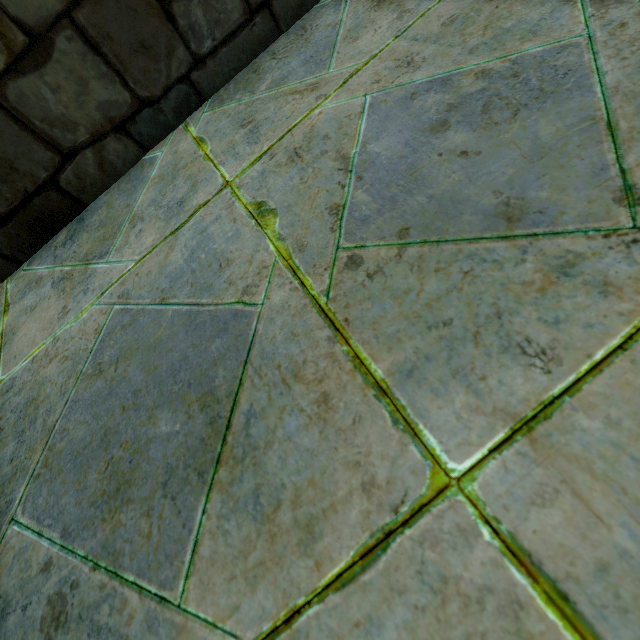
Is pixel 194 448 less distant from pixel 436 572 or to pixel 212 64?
pixel 436 572
